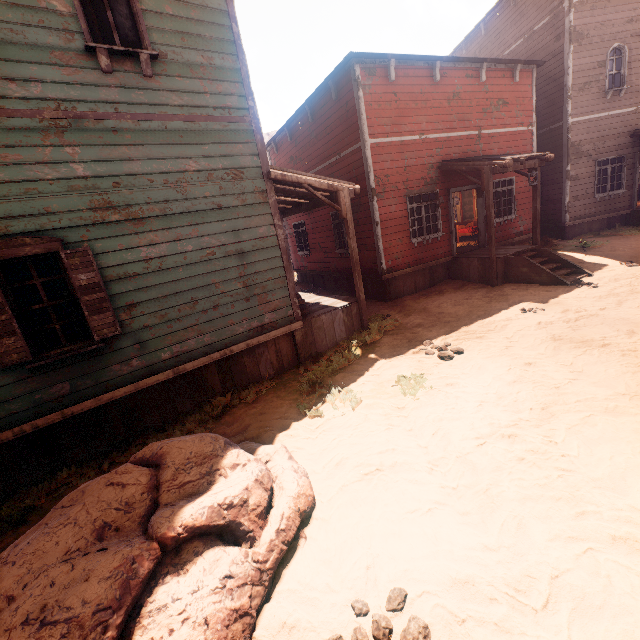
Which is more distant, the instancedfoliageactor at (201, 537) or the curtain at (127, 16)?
the curtain at (127, 16)

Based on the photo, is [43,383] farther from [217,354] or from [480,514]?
[480,514]

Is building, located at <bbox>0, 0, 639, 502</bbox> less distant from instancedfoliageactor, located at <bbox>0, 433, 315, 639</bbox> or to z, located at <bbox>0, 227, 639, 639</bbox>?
z, located at <bbox>0, 227, 639, 639</bbox>

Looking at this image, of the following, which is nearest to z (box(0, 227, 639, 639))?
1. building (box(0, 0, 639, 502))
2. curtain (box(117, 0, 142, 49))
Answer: building (box(0, 0, 639, 502))

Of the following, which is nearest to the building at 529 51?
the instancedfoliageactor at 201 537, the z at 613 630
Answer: the z at 613 630

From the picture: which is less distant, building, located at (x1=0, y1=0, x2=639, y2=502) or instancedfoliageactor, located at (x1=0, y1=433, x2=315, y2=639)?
instancedfoliageactor, located at (x1=0, y1=433, x2=315, y2=639)

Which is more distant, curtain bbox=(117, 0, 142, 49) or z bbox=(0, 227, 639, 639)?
curtain bbox=(117, 0, 142, 49)

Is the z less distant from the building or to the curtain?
the building
